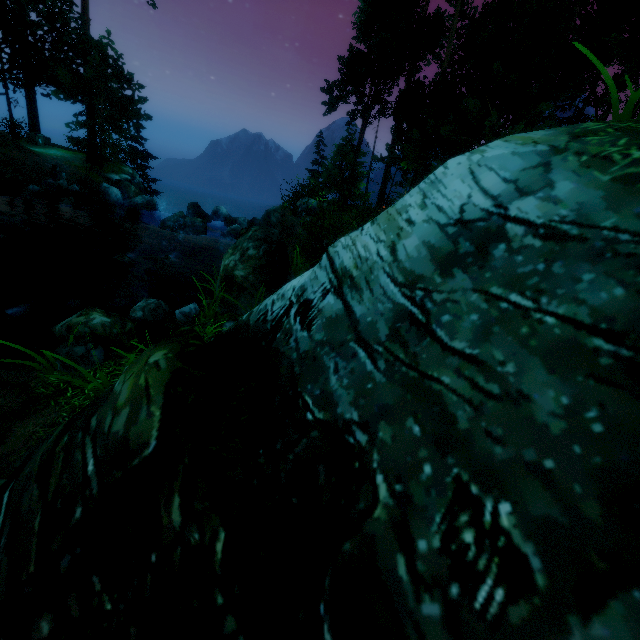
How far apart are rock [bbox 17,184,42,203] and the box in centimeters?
1235cm

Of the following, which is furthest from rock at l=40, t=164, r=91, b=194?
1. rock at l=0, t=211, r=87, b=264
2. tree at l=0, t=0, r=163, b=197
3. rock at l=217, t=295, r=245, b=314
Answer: rock at l=217, t=295, r=245, b=314

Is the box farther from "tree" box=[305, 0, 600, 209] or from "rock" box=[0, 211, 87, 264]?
"rock" box=[0, 211, 87, 264]

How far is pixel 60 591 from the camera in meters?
2.4

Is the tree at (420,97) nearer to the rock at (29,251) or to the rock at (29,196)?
the rock at (29,196)

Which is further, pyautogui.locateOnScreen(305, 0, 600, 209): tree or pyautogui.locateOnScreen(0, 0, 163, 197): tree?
pyautogui.locateOnScreen(0, 0, 163, 197): tree

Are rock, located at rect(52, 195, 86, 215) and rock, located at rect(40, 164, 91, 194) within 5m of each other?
yes

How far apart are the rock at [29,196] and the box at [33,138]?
12.4 meters
